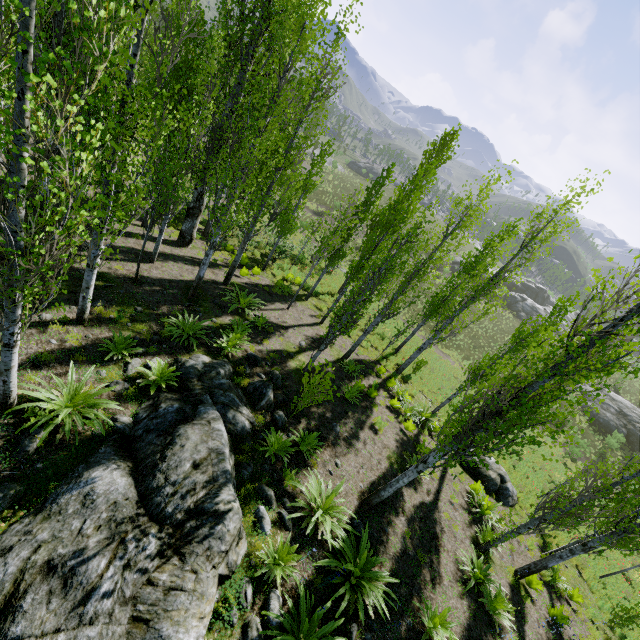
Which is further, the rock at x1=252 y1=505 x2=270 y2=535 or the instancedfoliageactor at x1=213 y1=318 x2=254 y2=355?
the instancedfoliageactor at x1=213 y1=318 x2=254 y2=355

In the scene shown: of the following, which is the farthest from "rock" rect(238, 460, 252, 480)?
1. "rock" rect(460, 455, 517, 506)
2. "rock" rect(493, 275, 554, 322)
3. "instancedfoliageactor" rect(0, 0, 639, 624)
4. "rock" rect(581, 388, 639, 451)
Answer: "rock" rect(581, 388, 639, 451)

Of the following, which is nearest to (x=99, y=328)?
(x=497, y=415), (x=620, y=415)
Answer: (x=497, y=415)

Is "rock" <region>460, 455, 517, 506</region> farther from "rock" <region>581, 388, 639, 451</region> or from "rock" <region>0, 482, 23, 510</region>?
"rock" <region>581, 388, 639, 451</region>

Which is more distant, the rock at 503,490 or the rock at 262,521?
the rock at 503,490

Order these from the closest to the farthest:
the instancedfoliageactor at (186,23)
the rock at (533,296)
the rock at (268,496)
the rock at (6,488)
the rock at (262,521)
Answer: the instancedfoliageactor at (186,23)
the rock at (6,488)
the rock at (262,521)
the rock at (268,496)
the rock at (533,296)

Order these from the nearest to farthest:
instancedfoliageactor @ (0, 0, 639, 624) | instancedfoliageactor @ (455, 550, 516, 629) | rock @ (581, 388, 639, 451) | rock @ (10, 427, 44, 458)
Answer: instancedfoliageactor @ (0, 0, 639, 624), rock @ (10, 427, 44, 458), instancedfoliageactor @ (455, 550, 516, 629), rock @ (581, 388, 639, 451)

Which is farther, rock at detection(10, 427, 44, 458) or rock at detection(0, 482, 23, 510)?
rock at detection(10, 427, 44, 458)
